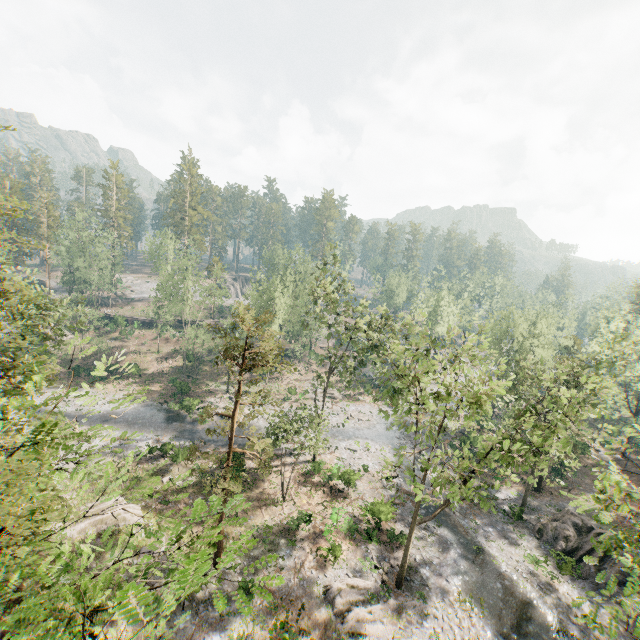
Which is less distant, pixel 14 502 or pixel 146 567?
pixel 146 567

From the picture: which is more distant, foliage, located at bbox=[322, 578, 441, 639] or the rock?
the rock

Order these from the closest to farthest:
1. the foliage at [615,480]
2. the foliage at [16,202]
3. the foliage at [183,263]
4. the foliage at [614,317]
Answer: the foliage at [614,317] → the foliage at [16,202] → the foliage at [615,480] → the foliage at [183,263]

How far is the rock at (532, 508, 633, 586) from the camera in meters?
24.8 m

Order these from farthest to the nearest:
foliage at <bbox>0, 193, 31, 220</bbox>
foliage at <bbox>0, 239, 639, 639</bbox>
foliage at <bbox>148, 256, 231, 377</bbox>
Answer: foliage at <bbox>148, 256, 231, 377</bbox>
foliage at <bbox>0, 193, 31, 220</bbox>
foliage at <bbox>0, 239, 639, 639</bbox>

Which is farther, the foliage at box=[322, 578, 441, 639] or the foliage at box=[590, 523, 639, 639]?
the foliage at box=[322, 578, 441, 639]

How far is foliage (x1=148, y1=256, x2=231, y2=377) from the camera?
50.84m

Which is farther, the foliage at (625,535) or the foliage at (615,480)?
the foliage at (615,480)
